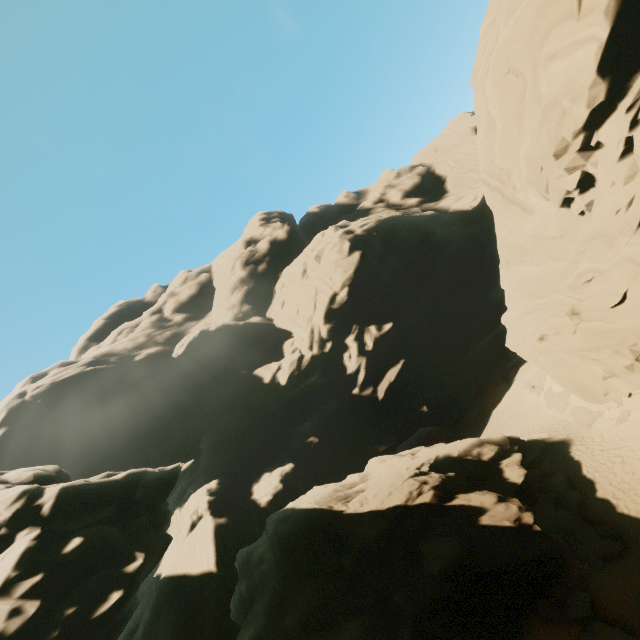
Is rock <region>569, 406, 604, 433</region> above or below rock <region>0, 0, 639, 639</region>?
below

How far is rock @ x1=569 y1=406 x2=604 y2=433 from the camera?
21.1m

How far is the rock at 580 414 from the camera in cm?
2113

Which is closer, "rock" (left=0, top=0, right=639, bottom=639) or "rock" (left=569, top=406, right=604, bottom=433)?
"rock" (left=0, top=0, right=639, bottom=639)

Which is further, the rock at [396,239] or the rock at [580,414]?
the rock at [580,414]

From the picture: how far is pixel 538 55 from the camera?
16.5 meters
